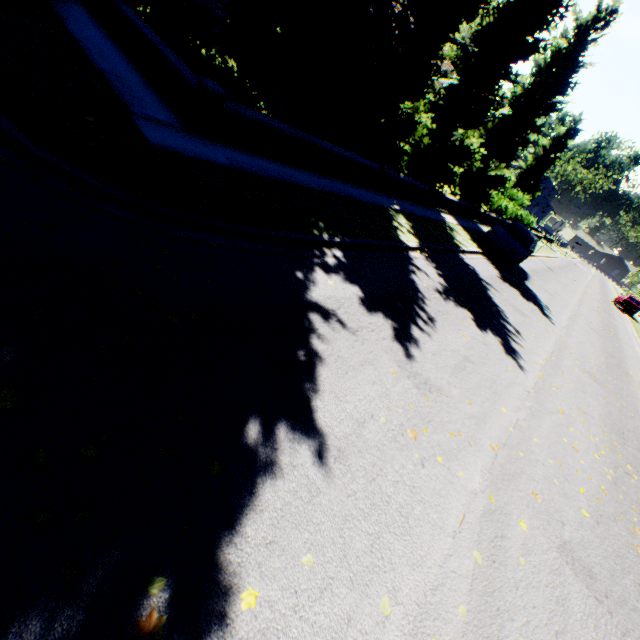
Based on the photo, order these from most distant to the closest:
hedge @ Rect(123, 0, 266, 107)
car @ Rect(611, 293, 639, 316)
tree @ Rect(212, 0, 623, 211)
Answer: car @ Rect(611, 293, 639, 316), tree @ Rect(212, 0, 623, 211), hedge @ Rect(123, 0, 266, 107)

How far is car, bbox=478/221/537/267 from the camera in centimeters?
1459cm

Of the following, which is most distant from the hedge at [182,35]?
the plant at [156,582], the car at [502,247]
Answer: the car at [502,247]

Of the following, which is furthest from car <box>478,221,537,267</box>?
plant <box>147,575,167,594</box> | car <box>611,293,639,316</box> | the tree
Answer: car <box>611,293,639,316</box>

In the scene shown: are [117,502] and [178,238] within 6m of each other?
yes

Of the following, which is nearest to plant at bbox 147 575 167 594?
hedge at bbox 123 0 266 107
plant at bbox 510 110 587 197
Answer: hedge at bbox 123 0 266 107

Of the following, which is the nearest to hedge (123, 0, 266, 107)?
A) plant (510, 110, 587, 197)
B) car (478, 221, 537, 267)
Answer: car (478, 221, 537, 267)

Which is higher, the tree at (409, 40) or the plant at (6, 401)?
the tree at (409, 40)
